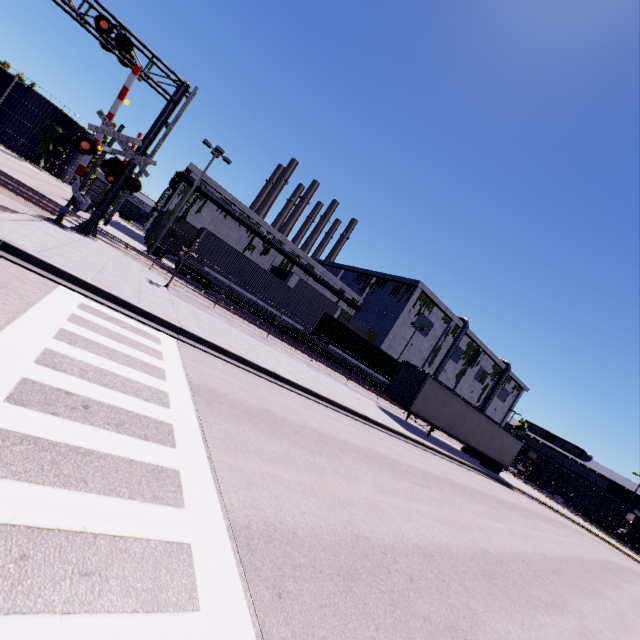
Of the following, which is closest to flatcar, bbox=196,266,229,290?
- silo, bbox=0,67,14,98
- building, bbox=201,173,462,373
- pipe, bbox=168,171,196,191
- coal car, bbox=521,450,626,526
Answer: pipe, bbox=168,171,196,191

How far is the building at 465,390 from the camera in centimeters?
5338cm

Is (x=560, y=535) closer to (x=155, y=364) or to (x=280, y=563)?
(x=280, y=563)

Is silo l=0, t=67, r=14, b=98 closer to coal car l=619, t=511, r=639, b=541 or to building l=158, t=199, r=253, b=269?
building l=158, t=199, r=253, b=269

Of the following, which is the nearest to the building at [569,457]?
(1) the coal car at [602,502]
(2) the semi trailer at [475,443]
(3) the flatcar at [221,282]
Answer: (2) the semi trailer at [475,443]

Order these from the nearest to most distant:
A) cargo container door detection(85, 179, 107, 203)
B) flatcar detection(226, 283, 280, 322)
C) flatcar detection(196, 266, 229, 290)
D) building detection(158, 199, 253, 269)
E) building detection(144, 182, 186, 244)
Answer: flatcar detection(196, 266, 229, 290)
flatcar detection(226, 283, 280, 322)
cargo container door detection(85, 179, 107, 203)
building detection(144, 182, 186, 244)
building detection(158, 199, 253, 269)

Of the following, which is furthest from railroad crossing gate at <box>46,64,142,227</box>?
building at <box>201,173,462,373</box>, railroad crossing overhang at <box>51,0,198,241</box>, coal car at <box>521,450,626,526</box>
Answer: coal car at <box>521,450,626,526</box>

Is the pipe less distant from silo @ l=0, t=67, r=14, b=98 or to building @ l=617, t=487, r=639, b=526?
building @ l=617, t=487, r=639, b=526
